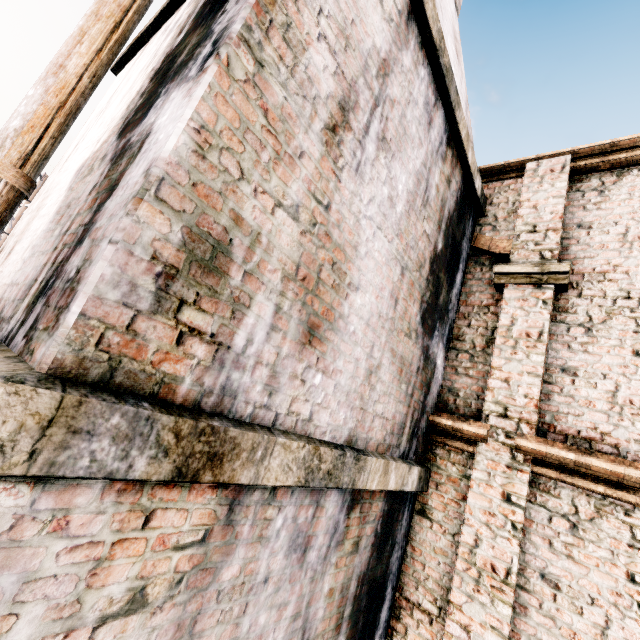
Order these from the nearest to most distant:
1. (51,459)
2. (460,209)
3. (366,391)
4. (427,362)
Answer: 1. (51,459)
2. (366,391)
3. (427,362)
4. (460,209)

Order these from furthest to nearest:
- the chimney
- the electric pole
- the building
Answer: the building
the electric pole
the chimney

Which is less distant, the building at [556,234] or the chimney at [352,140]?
the chimney at [352,140]

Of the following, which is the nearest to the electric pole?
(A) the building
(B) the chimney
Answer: (B) the chimney

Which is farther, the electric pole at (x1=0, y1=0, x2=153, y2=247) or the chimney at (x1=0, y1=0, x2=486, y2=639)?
the electric pole at (x1=0, y1=0, x2=153, y2=247)

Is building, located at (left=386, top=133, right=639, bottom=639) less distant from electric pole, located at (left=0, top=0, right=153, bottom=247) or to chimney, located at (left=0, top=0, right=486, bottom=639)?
chimney, located at (left=0, top=0, right=486, bottom=639)

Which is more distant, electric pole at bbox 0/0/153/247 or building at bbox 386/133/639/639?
building at bbox 386/133/639/639

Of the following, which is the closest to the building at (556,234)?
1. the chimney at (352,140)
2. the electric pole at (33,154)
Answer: the chimney at (352,140)
